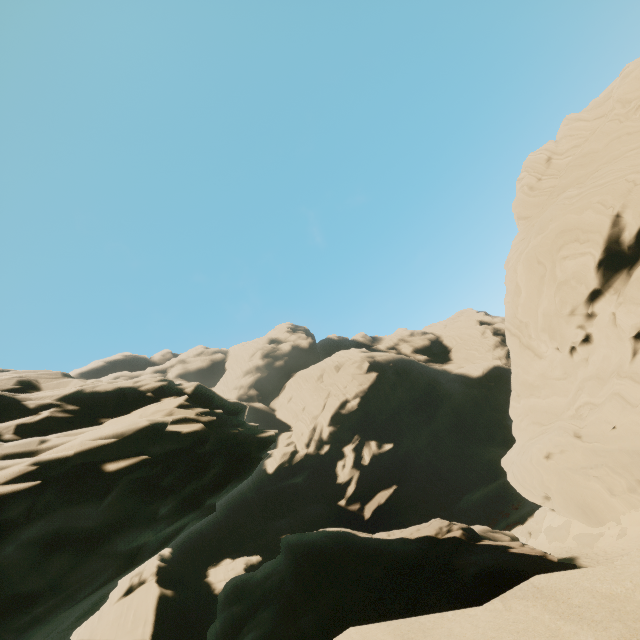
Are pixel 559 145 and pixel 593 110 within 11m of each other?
yes

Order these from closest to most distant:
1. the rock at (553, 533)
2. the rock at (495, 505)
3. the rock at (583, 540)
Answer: the rock at (495, 505)
the rock at (583, 540)
the rock at (553, 533)

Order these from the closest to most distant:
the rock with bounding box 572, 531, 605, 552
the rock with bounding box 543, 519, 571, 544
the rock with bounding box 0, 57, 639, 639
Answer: the rock with bounding box 0, 57, 639, 639
the rock with bounding box 572, 531, 605, 552
the rock with bounding box 543, 519, 571, 544

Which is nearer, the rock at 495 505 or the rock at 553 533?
the rock at 495 505

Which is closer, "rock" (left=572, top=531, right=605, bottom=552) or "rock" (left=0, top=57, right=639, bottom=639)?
"rock" (left=0, top=57, right=639, bottom=639)

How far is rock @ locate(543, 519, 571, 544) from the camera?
26.4m
